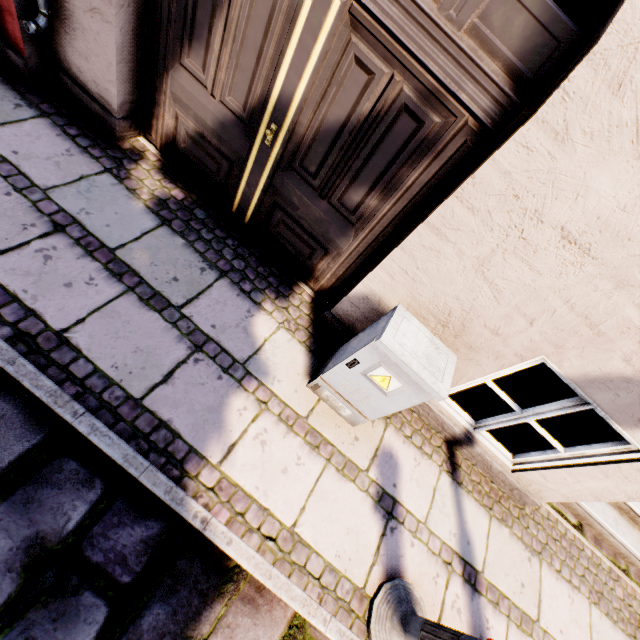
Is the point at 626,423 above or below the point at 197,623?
above

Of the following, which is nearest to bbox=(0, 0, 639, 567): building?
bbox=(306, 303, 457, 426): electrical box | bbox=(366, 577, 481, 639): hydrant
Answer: bbox=(306, 303, 457, 426): electrical box

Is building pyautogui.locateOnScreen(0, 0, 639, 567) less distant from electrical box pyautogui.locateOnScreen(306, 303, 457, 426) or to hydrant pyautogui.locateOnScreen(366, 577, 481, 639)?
electrical box pyautogui.locateOnScreen(306, 303, 457, 426)

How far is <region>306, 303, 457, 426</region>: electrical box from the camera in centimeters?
190cm

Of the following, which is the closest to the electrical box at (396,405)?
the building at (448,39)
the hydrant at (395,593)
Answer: the building at (448,39)

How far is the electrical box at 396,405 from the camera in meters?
1.9
